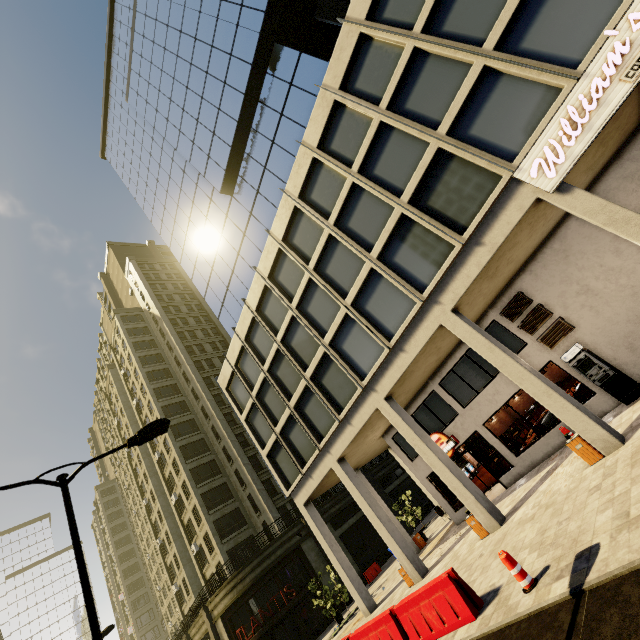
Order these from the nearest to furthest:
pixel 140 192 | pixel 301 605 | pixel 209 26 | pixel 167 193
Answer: pixel 209 26, pixel 301 605, pixel 167 193, pixel 140 192

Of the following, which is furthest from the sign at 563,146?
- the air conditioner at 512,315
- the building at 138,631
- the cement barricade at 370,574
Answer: the building at 138,631

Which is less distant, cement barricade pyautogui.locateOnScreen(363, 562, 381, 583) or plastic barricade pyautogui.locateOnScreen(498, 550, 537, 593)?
plastic barricade pyautogui.locateOnScreen(498, 550, 537, 593)

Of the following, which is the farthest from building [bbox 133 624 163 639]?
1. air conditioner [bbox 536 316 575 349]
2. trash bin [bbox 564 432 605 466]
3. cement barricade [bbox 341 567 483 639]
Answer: air conditioner [bbox 536 316 575 349]

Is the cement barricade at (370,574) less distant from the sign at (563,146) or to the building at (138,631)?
the sign at (563,146)

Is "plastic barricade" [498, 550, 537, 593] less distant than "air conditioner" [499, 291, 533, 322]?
Yes

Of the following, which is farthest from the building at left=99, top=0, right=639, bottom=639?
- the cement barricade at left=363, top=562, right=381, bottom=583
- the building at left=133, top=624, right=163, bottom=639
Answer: the building at left=133, top=624, right=163, bottom=639

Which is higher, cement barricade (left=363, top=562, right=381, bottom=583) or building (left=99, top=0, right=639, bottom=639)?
building (left=99, top=0, right=639, bottom=639)
